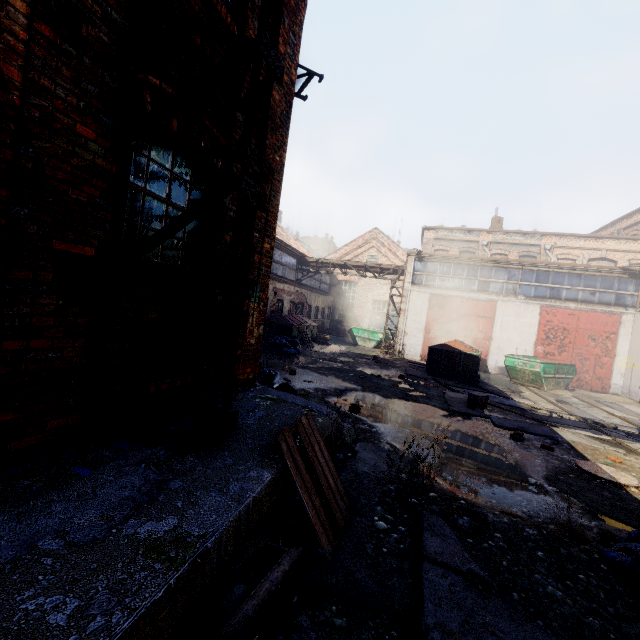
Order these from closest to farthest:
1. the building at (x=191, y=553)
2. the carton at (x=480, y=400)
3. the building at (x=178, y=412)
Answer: the building at (x=191, y=553) → the building at (x=178, y=412) → the carton at (x=480, y=400)

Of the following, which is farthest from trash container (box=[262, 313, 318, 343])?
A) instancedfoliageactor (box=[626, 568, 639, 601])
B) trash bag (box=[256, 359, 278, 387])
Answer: instancedfoliageactor (box=[626, 568, 639, 601])

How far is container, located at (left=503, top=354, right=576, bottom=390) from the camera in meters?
14.5

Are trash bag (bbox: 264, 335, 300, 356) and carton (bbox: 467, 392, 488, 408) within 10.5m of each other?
yes

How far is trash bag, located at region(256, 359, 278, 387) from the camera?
8.2 meters

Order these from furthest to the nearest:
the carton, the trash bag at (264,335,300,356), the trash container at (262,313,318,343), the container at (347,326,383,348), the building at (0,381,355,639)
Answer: the container at (347,326,383,348)
the trash container at (262,313,318,343)
the trash bag at (264,335,300,356)
the carton
the building at (0,381,355,639)

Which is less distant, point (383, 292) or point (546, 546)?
point (546, 546)

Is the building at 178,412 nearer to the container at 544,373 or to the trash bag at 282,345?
the trash bag at 282,345
